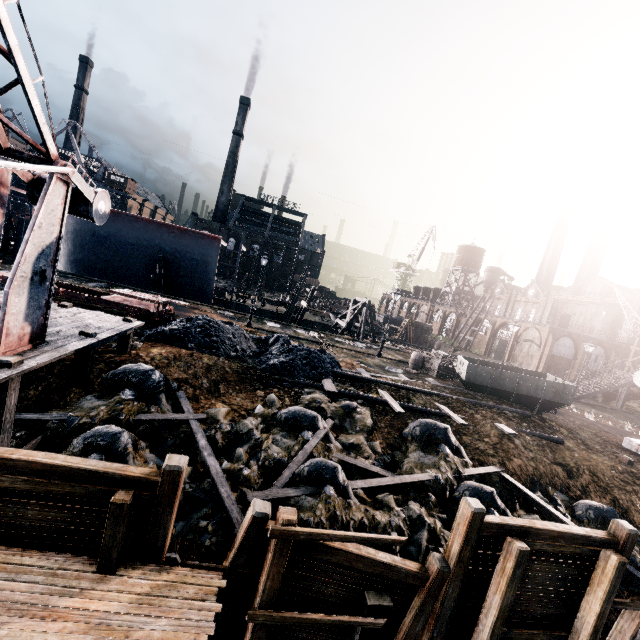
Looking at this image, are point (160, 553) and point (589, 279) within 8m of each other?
no

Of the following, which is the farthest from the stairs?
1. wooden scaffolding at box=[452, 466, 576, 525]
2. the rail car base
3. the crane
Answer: the crane

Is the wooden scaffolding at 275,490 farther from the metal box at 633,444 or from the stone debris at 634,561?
the metal box at 633,444

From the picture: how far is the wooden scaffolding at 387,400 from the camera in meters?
14.1

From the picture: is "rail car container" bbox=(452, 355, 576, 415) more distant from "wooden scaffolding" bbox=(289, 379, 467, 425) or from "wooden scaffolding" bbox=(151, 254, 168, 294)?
"wooden scaffolding" bbox=(151, 254, 168, 294)

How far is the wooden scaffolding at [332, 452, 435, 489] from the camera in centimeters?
941cm

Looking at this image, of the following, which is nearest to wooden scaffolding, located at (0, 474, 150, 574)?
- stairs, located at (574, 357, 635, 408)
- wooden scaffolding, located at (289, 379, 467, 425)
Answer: wooden scaffolding, located at (289, 379, 467, 425)

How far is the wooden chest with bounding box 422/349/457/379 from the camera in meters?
→ 23.6
